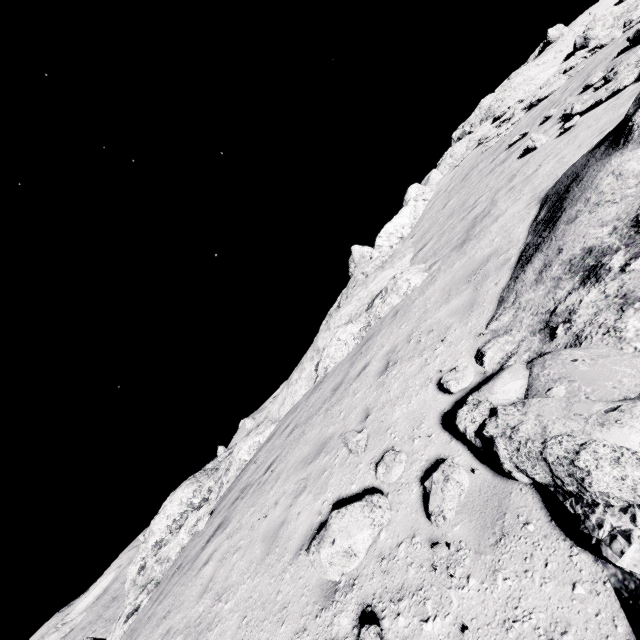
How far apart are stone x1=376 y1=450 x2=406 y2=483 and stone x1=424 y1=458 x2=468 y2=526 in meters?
0.5 m

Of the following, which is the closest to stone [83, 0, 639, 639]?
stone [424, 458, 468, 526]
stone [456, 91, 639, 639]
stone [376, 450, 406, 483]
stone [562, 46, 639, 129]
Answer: stone [456, 91, 639, 639]

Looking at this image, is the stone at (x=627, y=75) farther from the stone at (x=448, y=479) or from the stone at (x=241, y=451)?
the stone at (x=448, y=479)

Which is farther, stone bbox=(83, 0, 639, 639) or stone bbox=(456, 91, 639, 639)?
stone bbox=(83, 0, 639, 639)

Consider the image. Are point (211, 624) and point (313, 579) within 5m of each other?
yes

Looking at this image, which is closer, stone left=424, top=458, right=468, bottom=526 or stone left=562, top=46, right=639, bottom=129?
stone left=424, top=458, right=468, bottom=526

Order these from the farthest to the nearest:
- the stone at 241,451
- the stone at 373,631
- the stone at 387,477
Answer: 1. the stone at 241,451
2. the stone at 387,477
3. the stone at 373,631

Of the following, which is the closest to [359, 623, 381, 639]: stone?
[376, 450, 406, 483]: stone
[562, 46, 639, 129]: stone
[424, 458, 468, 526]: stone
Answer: [424, 458, 468, 526]: stone
